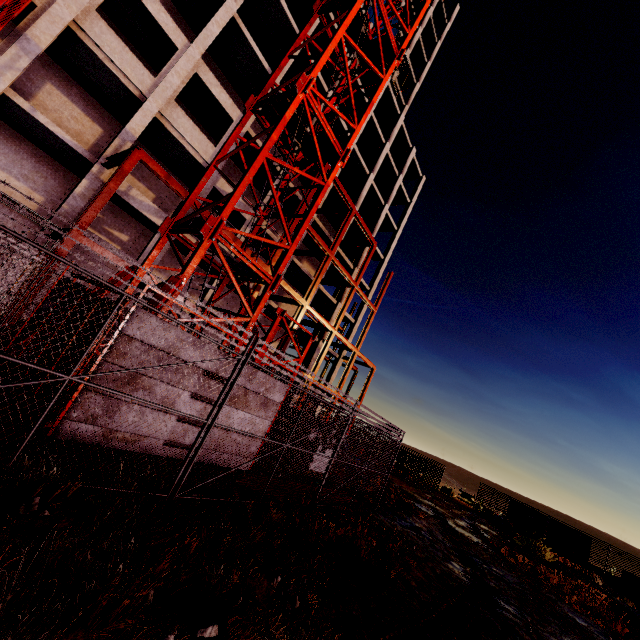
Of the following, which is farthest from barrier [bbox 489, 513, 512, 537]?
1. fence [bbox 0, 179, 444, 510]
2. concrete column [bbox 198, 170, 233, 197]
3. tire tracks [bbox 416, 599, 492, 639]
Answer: concrete column [bbox 198, 170, 233, 197]

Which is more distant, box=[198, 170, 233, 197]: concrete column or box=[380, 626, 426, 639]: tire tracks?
box=[198, 170, 233, 197]: concrete column

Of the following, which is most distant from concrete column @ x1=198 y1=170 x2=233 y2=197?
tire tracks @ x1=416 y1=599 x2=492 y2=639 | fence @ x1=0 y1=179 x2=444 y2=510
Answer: tire tracks @ x1=416 y1=599 x2=492 y2=639

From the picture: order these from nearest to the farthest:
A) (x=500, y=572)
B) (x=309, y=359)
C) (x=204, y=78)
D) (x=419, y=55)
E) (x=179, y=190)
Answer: (x=500, y=572) → (x=179, y=190) → (x=204, y=78) → (x=309, y=359) → (x=419, y=55)

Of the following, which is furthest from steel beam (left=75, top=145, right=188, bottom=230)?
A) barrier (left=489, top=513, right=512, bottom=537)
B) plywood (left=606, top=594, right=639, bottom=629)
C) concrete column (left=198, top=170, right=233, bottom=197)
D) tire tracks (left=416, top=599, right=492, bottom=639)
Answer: plywood (left=606, top=594, right=639, bottom=629)

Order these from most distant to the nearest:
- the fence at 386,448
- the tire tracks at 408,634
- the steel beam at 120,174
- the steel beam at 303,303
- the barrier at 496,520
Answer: the barrier at 496,520 → the steel beam at 303,303 → the steel beam at 120,174 → the tire tracks at 408,634 → the fence at 386,448

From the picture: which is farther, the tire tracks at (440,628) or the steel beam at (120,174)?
the steel beam at (120,174)

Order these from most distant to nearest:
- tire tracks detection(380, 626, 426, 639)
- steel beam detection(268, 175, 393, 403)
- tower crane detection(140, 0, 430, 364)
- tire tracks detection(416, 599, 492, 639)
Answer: steel beam detection(268, 175, 393, 403)
tower crane detection(140, 0, 430, 364)
tire tracks detection(416, 599, 492, 639)
tire tracks detection(380, 626, 426, 639)
